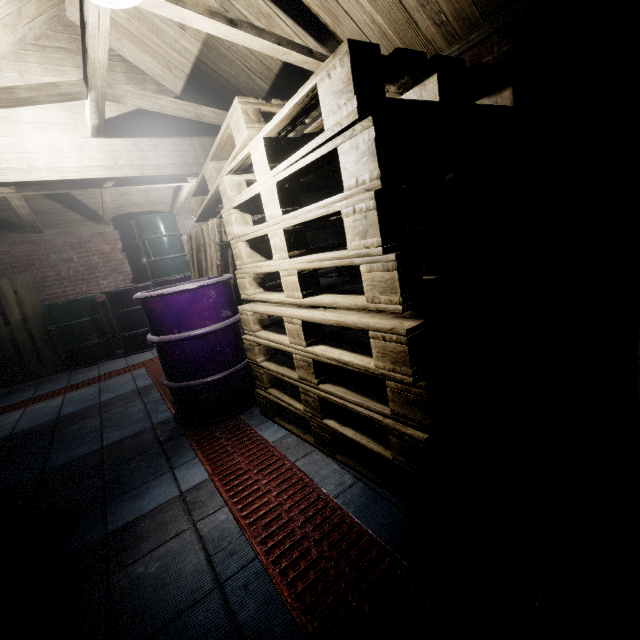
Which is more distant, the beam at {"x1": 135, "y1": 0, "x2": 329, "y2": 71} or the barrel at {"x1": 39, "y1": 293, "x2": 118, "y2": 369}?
the barrel at {"x1": 39, "y1": 293, "x2": 118, "y2": 369}

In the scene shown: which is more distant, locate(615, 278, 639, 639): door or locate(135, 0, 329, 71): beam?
locate(135, 0, 329, 71): beam

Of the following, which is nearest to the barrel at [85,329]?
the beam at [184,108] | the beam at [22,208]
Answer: the beam at [22,208]

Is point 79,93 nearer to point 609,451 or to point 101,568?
point 101,568

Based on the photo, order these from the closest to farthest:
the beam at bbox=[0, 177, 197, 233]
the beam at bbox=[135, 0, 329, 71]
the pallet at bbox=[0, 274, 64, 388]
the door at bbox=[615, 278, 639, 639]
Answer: the door at bbox=[615, 278, 639, 639]
the beam at bbox=[135, 0, 329, 71]
the beam at bbox=[0, 177, 197, 233]
the pallet at bbox=[0, 274, 64, 388]

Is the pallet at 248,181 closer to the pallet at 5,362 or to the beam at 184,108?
the beam at 184,108

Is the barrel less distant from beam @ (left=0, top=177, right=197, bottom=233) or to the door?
beam @ (left=0, top=177, right=197, bottom=233)

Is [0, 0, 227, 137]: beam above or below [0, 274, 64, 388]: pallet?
above
